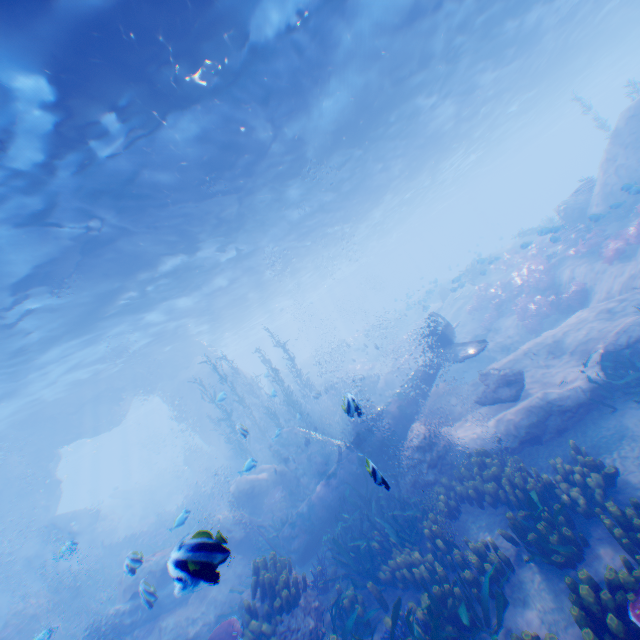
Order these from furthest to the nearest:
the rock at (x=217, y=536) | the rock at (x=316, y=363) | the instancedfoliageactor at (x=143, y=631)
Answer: the rock at (x=316, y=363)
the instancedfoliageactor at (x=143, y=631)
the rock at (x=217, y=536)

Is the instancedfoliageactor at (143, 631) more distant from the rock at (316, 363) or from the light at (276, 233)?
the light at (276, 233)

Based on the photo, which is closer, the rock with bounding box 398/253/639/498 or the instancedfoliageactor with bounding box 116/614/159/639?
the rock with bounding box 398/253/639/498

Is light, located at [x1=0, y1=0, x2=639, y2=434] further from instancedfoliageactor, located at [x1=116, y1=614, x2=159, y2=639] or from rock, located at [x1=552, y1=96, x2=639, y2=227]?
instancedfoliageactor, located at [x1=116, y1=614, x2=159, y2=639]

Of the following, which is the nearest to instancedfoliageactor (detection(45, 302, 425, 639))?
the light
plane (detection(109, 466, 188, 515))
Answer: the light

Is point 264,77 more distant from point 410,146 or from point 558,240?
point 558,240

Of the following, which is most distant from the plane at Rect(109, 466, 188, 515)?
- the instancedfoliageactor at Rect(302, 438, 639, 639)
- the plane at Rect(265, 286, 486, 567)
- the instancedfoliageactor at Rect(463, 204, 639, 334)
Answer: the instancedfoliageactor at Rect(302, 438, 639, 639)

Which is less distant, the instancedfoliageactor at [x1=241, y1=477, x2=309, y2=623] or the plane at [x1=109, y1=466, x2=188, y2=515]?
the instancedfoliageactor at [x1=241, y1=477, x2=309, y2=623]
